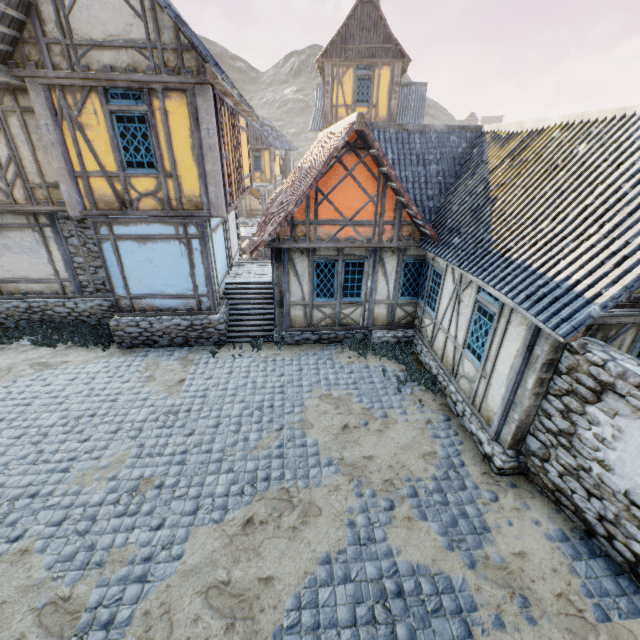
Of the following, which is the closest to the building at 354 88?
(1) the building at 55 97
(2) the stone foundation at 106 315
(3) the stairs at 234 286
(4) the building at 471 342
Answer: (1) the building at 55 97

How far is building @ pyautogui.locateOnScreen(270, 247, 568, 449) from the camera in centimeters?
588cm

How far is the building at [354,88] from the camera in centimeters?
1711cm

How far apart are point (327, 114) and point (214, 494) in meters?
19.5 m

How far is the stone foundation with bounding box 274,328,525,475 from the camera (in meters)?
6.32

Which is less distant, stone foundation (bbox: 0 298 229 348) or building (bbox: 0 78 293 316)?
building (bbox: 0 78 293 316)

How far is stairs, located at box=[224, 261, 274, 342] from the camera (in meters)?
10.75

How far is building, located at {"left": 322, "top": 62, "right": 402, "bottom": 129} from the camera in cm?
1711
